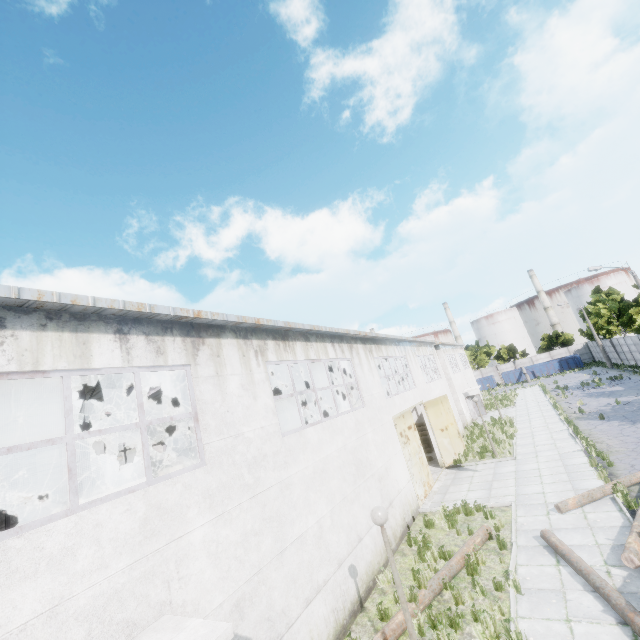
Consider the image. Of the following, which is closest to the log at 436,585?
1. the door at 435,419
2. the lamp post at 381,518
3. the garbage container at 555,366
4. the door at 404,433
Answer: the lamp post at 381,518

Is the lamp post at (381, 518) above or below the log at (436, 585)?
above

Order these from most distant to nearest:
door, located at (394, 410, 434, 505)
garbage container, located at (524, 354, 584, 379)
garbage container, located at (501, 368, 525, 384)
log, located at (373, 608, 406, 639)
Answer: garbage container, located at (501, 368, 525, 384) → garbage container, located at (524, 354, 584, 379) → door, located at (394, 410, 434, 505) → log, located at (373, 608, 406, 639)

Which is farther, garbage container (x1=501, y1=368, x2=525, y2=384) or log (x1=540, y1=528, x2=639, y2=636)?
garbage container (x1=501, y1=368, x2=525, y2=384)

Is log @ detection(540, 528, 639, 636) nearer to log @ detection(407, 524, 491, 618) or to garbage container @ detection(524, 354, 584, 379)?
log @ detection(407, 524, 491, 618)

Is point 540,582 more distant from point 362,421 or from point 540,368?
point 540,368

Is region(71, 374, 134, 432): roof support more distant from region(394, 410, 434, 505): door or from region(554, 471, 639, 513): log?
region(394, 410, 434, 505): door

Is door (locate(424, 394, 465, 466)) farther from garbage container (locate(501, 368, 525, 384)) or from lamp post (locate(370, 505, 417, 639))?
garbage container (locate(501, 368, 525, 384))
